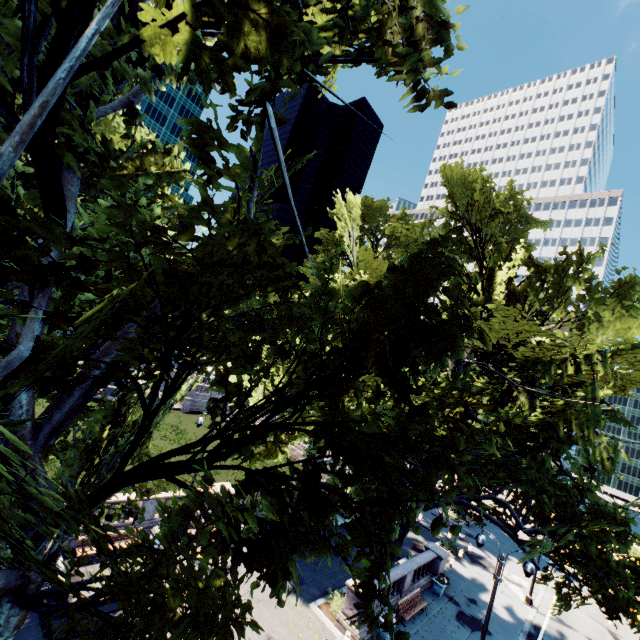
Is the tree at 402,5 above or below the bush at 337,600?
→ above

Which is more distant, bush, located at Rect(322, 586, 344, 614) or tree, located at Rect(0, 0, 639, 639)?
bush, located at Rect(322, 586, 344, 614)

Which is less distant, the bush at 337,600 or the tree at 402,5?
the tree at 402,5

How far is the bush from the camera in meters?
17.0 m

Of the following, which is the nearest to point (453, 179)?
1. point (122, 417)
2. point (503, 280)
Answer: Answer: point (503, 280)

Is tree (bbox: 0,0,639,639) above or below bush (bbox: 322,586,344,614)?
above
